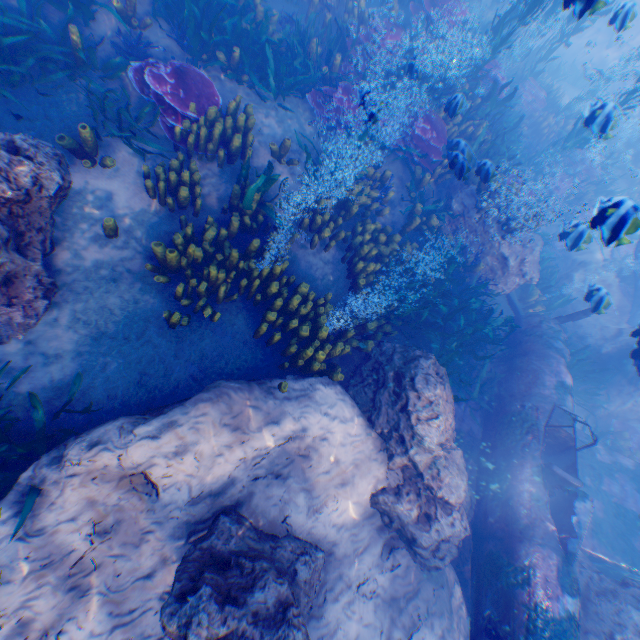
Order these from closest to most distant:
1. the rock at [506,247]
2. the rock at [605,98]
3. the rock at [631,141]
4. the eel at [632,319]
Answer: the rock at [605,98] → the rock at [506,247] → the eel at [632,319] → the rock at [631,141]

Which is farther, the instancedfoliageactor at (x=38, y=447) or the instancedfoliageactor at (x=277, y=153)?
the instancedfoliageactor at (x=277, y=153)

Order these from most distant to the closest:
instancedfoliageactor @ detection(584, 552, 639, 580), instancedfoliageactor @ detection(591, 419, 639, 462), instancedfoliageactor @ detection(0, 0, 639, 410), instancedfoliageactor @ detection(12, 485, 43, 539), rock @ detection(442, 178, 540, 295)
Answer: instancedfoliageactor @ detection(591, 419, 639, 462), rock @ detection(442, 178, 540, 295), instancedfoliageactor @ detection(584, 552, 639, 580), instancedfoliageactor @ detection(0, 0, 639, 410), instancedfoliageactor @ detection(12, 485, 43, 539)

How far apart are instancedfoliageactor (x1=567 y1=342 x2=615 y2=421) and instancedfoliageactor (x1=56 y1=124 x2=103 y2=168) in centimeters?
1114cm

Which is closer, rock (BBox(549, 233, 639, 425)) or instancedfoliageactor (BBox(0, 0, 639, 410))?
instancedfoliageactor (BBox(0, 0, 639, 410))

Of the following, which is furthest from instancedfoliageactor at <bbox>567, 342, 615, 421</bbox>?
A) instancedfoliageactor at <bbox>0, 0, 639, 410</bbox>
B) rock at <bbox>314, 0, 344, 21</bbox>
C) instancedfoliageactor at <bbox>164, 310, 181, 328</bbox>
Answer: instancedfoliageactor at <bbox>164, 310, 181, 328</bbox>

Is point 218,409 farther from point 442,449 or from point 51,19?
point 51,19

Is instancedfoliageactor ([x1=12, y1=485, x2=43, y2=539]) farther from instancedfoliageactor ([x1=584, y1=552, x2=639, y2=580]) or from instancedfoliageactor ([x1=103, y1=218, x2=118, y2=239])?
instancedfoliageactor ([x1=584, y1=552, x2=639, y2=580])
